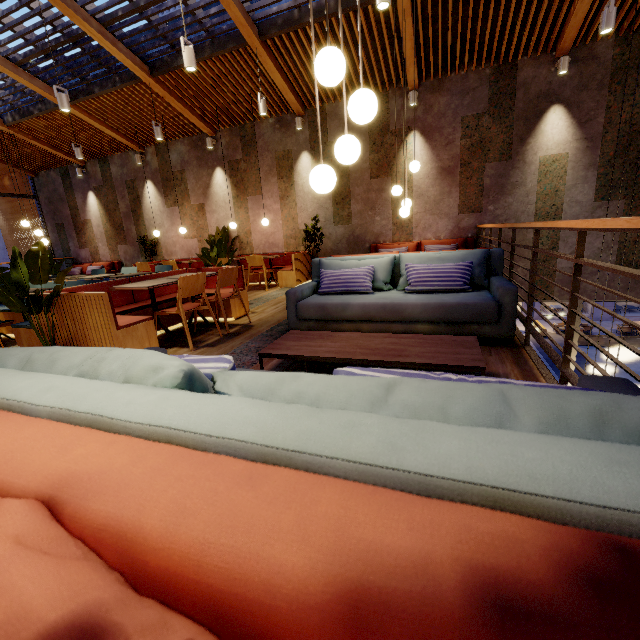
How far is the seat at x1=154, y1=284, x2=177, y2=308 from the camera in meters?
4.6 m

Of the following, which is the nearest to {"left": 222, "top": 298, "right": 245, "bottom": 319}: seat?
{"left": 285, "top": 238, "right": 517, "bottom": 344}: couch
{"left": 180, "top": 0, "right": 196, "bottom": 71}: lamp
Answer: {"left": 285, "top": 238, "right": 517, "bottom": 344}: couch

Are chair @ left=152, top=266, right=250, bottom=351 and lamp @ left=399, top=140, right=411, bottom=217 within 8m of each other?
yes

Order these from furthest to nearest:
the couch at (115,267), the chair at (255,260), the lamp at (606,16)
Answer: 1. the couch at (115,267)
2. the chair at (255,260)
3. the lamp at (606,16)

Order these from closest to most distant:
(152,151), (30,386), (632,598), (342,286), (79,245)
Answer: (632,598)
(30,386)
(342,286)
(152,151)
(79,245)

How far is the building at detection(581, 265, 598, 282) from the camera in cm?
674

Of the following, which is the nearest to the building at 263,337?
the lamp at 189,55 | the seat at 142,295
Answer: the seat at 142,295

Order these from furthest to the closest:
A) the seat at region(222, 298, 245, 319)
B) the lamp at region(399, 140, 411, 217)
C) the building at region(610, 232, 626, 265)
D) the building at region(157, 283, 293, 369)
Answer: the building at region(610, 232, 626, 265) < the lamp at region(399, 140, 411, 217) < the seat at region(222, 298, 245, 319) < the building at region(157, 283, 293, 369)
